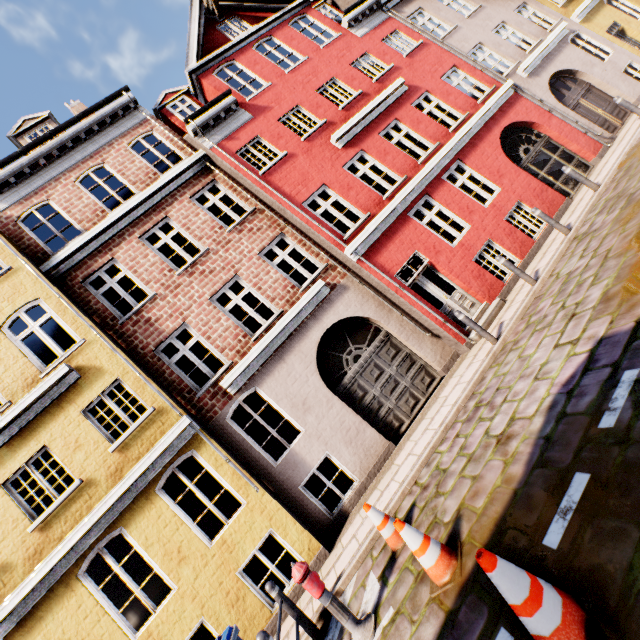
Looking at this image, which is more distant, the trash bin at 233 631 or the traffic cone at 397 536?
the trash bin at 233 631

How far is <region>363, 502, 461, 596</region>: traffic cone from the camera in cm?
357

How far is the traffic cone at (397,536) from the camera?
3.6m

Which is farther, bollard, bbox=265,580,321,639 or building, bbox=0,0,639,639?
building, bbox=0,0,639,639

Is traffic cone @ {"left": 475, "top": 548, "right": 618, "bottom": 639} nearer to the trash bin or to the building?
the trash bin

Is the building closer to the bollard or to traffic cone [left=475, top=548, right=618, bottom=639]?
the bollard

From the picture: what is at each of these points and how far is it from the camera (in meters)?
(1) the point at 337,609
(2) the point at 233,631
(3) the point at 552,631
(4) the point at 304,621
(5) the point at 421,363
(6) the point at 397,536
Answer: (1) hydrant, 4.15
(2) trash bin, 4.50
(3) traffic cone, 2.13
(4) bollard, 5.11
(5) building, 9.27
(6) traffic cone, 4.93

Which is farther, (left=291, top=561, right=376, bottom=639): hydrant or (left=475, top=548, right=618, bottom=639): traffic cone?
(left=291, top=561, right=376, bottom=639): hydrant
